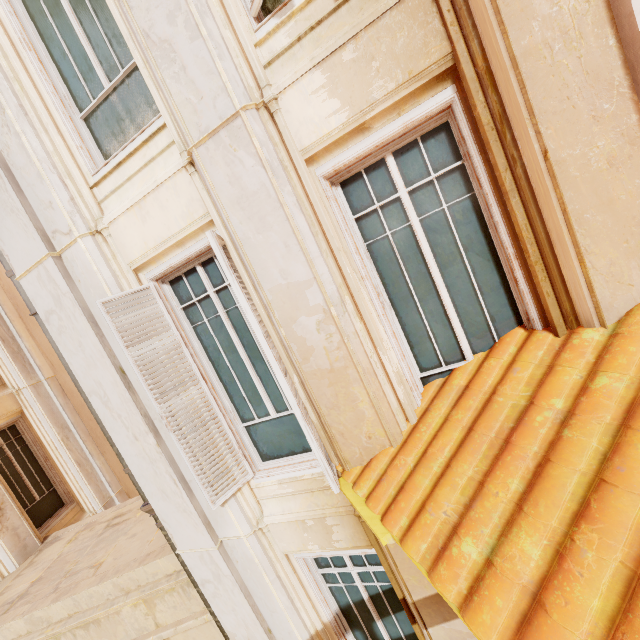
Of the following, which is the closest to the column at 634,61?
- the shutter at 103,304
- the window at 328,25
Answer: the window at 328,25

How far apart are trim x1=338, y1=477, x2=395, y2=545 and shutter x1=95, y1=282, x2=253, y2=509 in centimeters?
120cm

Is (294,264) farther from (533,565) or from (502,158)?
(533,565)

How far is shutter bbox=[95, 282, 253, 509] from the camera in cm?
335

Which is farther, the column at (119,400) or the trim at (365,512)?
the column at (119,400)

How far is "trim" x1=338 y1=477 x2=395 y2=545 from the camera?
2.32m

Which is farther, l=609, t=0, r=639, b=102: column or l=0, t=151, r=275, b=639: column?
l=0, t=151, r=275, b=639: column

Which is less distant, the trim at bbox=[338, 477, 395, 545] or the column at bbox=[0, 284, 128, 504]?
the trim at bbox=[338, 477, 395, 545]
